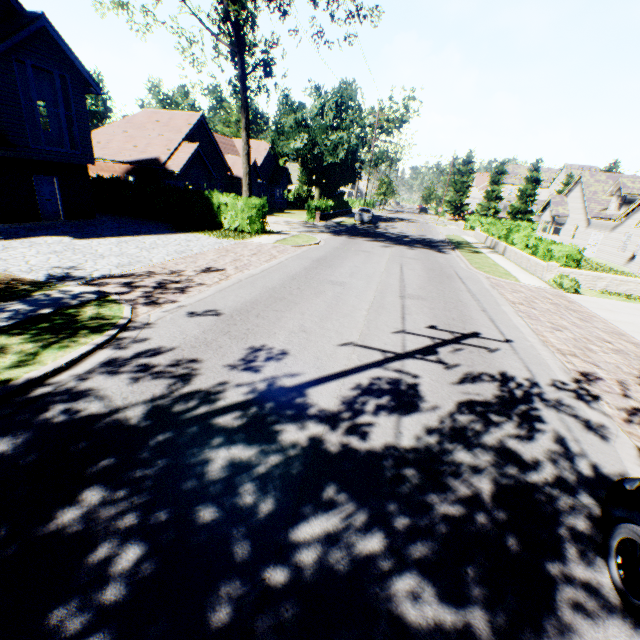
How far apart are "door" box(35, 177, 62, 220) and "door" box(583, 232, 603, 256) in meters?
40.4 m

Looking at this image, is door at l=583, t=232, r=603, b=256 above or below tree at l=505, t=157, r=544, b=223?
below

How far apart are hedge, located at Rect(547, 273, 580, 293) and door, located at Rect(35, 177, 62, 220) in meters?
25.9 m

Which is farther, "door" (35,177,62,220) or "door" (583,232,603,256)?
"door" (583,232,603,256)

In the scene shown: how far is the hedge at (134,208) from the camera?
19.6 meters

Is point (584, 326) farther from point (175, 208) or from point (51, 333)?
point (175, 208)

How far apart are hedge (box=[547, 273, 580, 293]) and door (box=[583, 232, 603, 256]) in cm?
1872

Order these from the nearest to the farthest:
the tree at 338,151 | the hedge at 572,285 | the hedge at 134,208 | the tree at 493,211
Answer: the hedge at 572,285 < the hedge at 134,208 < the tree at 338,151 < the tree at 493,211
